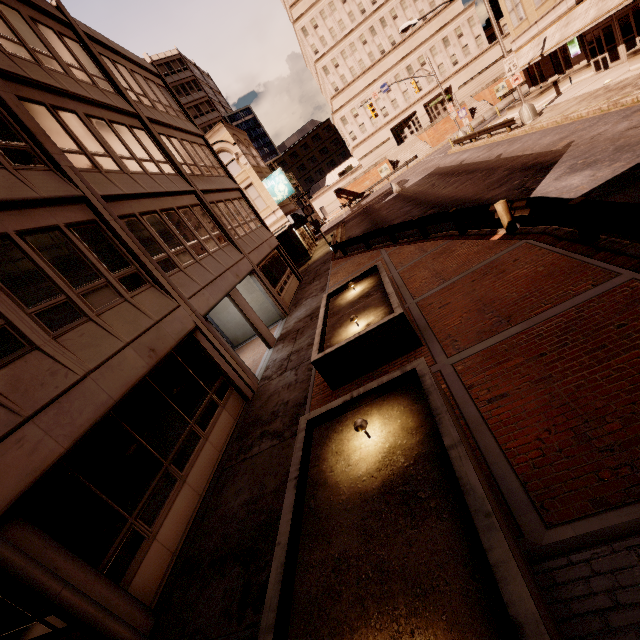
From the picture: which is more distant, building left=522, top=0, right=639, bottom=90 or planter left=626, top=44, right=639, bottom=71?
building left=522, top=0, right=639, bottom=90

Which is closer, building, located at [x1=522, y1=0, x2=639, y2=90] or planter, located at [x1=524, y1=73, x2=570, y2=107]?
building, located at [x1=522, y1=0, x2=639, y2=90]

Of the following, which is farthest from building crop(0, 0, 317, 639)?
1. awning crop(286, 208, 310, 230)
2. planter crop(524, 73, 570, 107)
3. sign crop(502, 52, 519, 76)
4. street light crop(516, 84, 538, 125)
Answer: planter crop(524, 73, 570, 107)

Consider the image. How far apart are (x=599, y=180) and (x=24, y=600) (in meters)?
16.00

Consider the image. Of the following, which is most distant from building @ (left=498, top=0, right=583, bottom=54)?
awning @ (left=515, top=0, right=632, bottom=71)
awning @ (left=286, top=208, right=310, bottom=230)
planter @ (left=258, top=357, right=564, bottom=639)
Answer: awning @ (left=286, top=208, right=310, bottom=230)

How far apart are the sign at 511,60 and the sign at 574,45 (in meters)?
5.63

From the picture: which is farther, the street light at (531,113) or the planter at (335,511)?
the street light at (531,113)

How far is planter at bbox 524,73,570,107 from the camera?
24.8 meters
